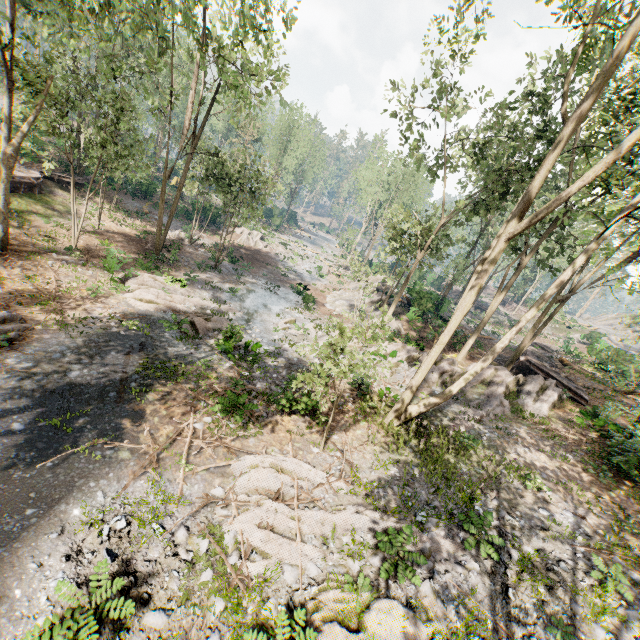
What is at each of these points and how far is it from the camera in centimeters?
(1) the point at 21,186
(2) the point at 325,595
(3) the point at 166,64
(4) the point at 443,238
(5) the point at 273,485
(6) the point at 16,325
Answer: (1) ground embankment, 2280cm
(2) foliage, 733cm
(3) foliage, 1927cm
(4) foliage, 2286cm
(5) foliage, 964cm
(6) foliage, 1144cm

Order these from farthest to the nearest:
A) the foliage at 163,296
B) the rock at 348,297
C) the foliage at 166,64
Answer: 1. the rock at 348,297
2. the foliage at 163,296
3. the foliage at 166,64

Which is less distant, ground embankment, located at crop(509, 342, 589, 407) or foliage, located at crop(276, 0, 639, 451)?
foliage, located at crop(276, 0, 639, 451)

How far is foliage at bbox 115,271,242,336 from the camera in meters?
16.9 m

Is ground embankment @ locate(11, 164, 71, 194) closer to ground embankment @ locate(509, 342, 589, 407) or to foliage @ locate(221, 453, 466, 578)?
foliage @ locate(221, 453, 466, 578)

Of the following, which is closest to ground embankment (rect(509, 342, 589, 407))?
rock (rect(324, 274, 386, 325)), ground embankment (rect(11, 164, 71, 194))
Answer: rock (rect(324, 274, 386, 325))

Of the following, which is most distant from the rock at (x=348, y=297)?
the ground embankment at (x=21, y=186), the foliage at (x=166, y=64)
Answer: the ground embankment at (x=21, y=186)

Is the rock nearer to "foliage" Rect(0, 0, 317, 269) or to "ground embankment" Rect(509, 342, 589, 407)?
"foliage" Rect(0, 0, 317, 269)
